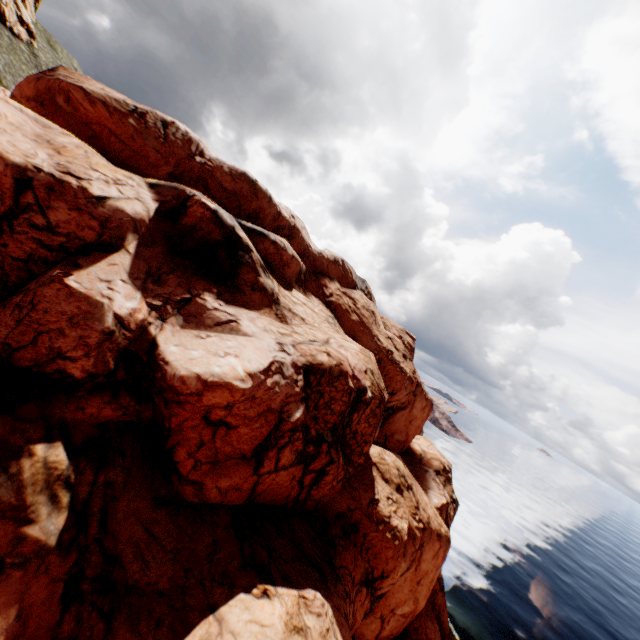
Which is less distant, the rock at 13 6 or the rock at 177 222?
the rock at 177 222

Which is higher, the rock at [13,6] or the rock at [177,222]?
the rock at [13,6]

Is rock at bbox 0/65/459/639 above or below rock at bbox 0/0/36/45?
below

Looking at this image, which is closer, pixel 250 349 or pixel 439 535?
pixel 250 349

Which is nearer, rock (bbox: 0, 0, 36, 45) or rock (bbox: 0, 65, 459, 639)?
rock (bbox: 0, 65, 459, 639)
